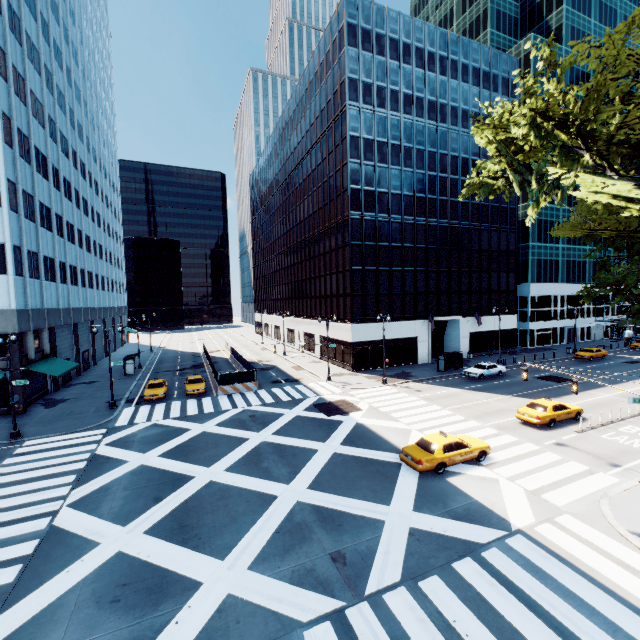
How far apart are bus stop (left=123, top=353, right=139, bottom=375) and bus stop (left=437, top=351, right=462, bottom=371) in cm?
3953

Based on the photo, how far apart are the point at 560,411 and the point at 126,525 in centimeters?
2663cm

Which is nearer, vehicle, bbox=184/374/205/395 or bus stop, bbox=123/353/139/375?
vehicle, bbox=184/374/205/395

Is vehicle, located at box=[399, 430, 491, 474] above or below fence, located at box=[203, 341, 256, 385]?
below

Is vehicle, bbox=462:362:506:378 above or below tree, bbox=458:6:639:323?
below

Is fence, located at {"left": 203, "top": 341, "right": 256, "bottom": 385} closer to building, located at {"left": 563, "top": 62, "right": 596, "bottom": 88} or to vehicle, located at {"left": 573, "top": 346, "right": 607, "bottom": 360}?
vehicle, located at {"left": 573, "top": 346, "right": 607, "bottom": 360}

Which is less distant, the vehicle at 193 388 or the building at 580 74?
the vehicle at 193 388

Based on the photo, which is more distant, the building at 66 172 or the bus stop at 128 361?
the bus stop at 128 361
